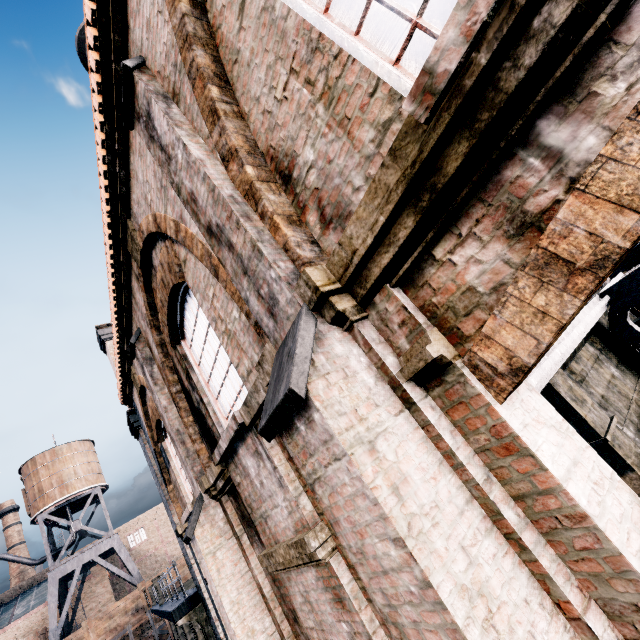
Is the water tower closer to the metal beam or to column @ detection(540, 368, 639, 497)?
column @ detection(540, 368, 639, 497)

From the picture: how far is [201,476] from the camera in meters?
7.1

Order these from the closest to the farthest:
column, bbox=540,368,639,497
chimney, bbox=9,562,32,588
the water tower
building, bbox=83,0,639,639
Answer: building, bbox=83,0,639,639
column, bbox=540,368,639,497
the water tower
chimney, bbox=9,562,32,588

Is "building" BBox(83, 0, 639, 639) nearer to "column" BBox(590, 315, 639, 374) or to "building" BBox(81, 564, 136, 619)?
"column" BBox(590, 315, 639, 374)

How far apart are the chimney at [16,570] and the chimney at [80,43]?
84.9m

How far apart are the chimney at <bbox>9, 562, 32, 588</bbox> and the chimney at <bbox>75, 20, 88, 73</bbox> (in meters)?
84.85

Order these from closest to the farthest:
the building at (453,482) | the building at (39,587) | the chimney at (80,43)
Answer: the building at (453,482), the chimney at (80,43), the building at (39,587)

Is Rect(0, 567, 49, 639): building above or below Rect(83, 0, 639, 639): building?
above
